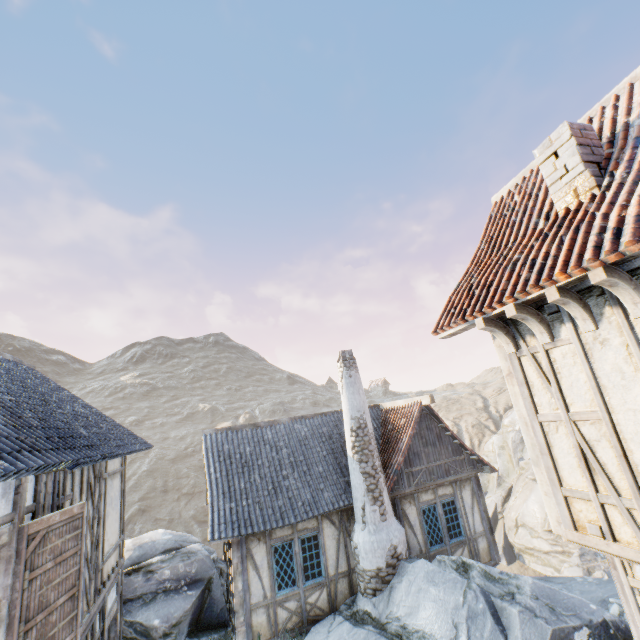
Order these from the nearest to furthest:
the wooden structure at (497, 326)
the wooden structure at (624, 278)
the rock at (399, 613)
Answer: the wooden structure at (624, 278)
the wooden structure at (497, 326)
the rock at (399, 613)

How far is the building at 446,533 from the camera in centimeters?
1080cm

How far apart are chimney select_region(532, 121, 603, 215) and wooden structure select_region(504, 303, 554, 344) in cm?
157

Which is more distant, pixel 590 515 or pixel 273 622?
pixel 273 622

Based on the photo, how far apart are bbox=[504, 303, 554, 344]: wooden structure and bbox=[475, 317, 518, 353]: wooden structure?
0.4 meters

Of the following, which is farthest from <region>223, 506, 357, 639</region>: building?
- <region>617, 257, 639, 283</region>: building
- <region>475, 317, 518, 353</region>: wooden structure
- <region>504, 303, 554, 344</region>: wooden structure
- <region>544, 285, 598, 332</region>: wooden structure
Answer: <region>544, 285, 598, 332</region>: wooden structure

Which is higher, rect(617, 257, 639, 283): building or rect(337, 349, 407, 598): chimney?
rect(617, 257, 639, 283): building

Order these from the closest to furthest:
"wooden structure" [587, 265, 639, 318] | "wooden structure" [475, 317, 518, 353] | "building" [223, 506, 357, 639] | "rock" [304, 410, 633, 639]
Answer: "wooden structure" [587, 265, 639, 318] < "wooden structure" [475, 317, 518, 353] < "rock" [304, 410, 633, 639] < "building" [223, 506, 357, 639]
